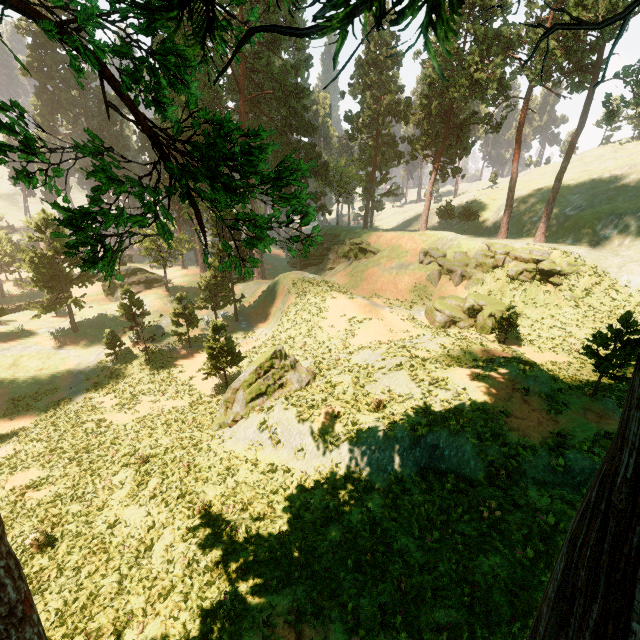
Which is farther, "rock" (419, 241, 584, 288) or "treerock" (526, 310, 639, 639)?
"rock" (419, 241, 584, 288)

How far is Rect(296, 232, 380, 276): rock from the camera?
44.6 meters

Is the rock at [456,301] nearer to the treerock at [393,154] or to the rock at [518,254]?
the rock at [518,254]

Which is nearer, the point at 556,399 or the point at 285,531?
the point at 285,531

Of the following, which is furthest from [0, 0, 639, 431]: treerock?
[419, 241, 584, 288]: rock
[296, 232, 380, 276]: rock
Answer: [419, 241, 584, 288]: rock

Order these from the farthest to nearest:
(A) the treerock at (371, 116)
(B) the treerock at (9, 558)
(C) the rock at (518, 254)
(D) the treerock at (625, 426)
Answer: (C) the rock at (518, 254) < (B) the treerock at (9, 558) < (A) the treerock at (371, 116) < (D) the treerock at (625, 426)

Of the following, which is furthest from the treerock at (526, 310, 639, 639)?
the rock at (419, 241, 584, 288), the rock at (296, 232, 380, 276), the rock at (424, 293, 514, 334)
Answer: the rock at (424, 293, 514, 334)
